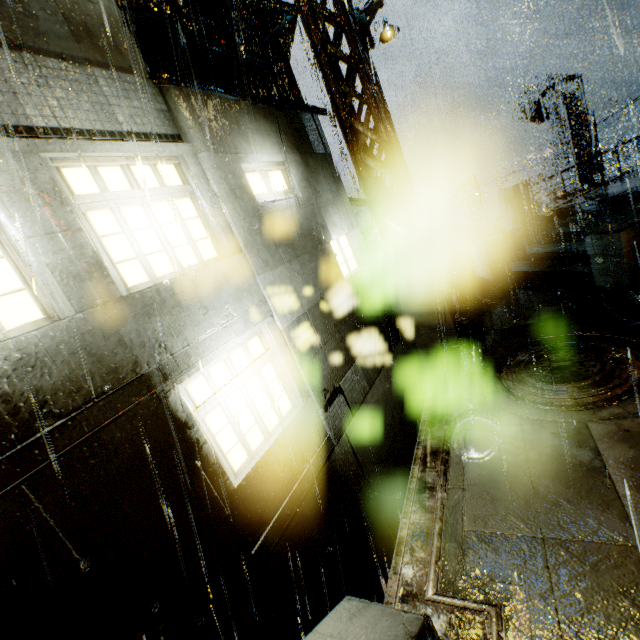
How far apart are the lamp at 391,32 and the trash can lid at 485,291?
7.4 meters

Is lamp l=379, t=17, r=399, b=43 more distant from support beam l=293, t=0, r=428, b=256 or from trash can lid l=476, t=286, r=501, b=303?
trash can lid l=476, t=286, r=501, b=303

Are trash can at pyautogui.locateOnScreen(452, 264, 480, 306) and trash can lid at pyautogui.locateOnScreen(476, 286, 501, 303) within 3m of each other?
yes

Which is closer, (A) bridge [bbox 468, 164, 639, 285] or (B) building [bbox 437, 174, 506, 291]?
(A) bridge [bbox 468, 164, 639, 285]

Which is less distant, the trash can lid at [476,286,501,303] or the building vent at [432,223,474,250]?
the trash can lid at [476,286,501,303]

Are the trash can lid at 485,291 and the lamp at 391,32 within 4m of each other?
no

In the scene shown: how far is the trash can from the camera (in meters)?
10.75

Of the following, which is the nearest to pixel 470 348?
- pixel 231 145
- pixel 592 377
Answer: pixel 592 377
